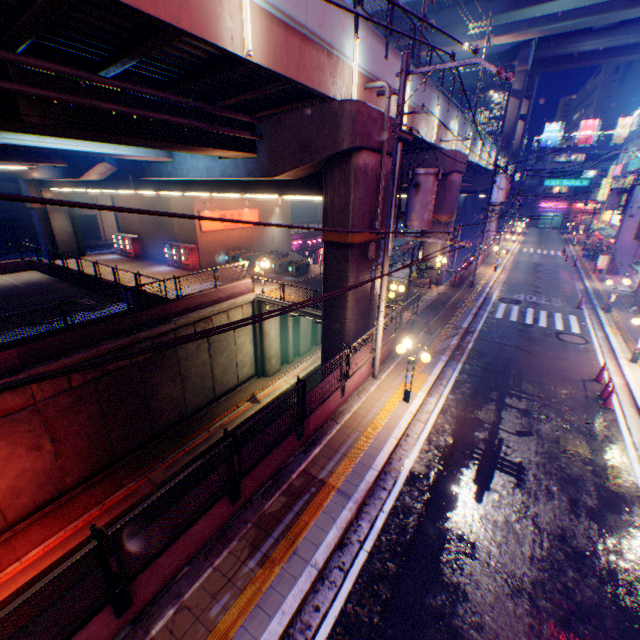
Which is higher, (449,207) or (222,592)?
(449,207)

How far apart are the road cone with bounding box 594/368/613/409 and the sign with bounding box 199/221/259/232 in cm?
2625

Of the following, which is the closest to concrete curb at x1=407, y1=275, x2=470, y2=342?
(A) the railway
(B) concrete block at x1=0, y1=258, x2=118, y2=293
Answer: (A) the railway

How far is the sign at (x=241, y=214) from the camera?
26.17m

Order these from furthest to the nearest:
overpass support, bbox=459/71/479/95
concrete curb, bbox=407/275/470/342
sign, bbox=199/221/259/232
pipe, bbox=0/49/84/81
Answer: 1. overpass support, bbox=459/71/479/95
2. sign, bbox=199/221/259/232
3. concrete curb, bbox=407/275/470/342
4. pipe, bbox=0/49/84/81

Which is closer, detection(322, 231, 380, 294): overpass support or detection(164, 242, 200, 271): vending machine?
detection(322, 231, 380, 294): overpass support

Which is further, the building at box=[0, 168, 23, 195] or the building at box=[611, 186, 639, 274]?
the building at box=[0, 168, 23, 195]

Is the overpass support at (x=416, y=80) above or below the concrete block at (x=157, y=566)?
above
